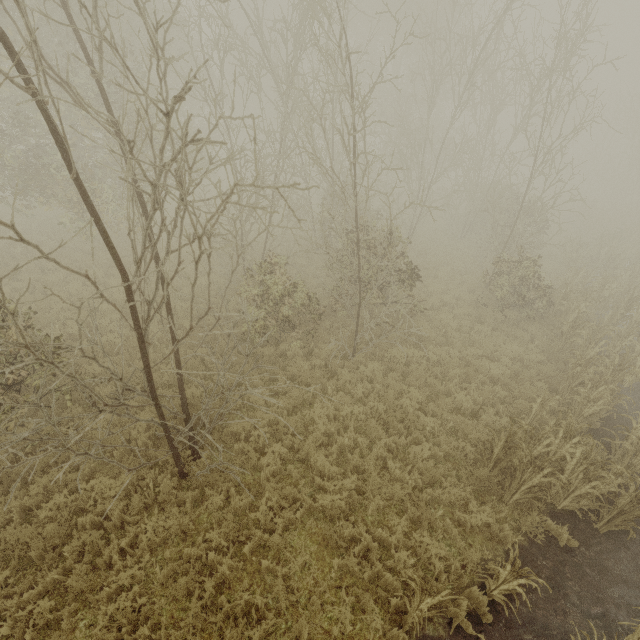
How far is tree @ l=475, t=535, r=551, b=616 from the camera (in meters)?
4.77

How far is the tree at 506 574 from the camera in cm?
477

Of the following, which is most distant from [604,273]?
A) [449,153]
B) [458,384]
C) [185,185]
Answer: [185,185]
